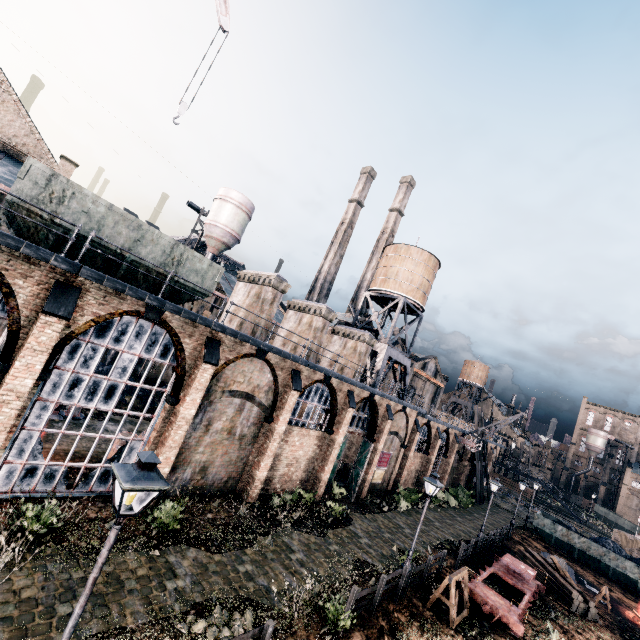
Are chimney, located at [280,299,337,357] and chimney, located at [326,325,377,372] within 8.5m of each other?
yes

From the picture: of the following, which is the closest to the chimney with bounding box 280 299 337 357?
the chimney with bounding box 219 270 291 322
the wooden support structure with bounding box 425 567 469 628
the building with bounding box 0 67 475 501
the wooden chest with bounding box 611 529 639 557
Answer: the building with bounding box 0 67 475 501

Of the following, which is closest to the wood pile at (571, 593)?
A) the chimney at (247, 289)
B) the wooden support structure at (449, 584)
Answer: the wooden support structure at (449, 584)

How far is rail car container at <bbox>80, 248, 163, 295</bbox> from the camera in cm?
1298

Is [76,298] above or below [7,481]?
above

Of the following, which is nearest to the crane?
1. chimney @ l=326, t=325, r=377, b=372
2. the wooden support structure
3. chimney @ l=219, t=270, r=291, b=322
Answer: chimney @ l=219, t=270, r=291, b=322

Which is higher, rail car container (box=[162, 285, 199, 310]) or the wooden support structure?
rail car container (box=[162, 285, 199, 310])

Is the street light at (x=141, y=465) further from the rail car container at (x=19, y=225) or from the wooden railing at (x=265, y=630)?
the rail car container at (x=19, y=225)
